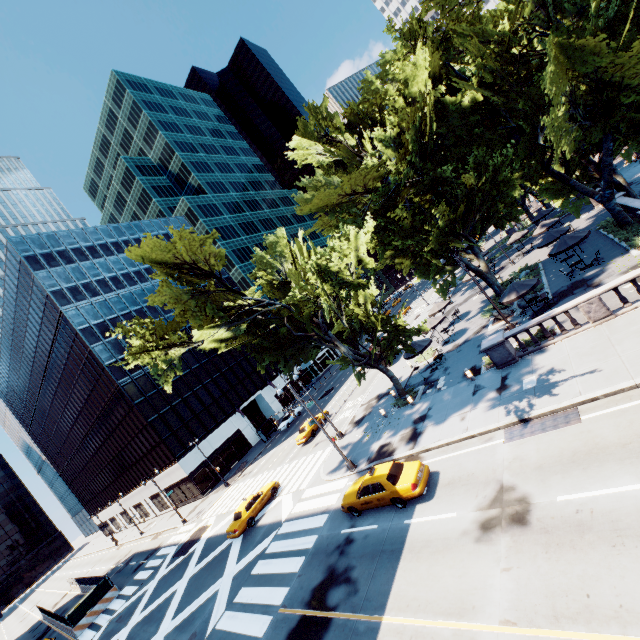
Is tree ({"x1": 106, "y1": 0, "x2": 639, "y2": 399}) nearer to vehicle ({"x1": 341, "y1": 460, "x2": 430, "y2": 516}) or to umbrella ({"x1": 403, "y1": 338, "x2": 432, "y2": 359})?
umbrella ({"x1": 403, "y1": 338, "x2": 432, "y2": 359})

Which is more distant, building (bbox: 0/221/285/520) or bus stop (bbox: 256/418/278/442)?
bus stop (bbox: 256/418/278/442)

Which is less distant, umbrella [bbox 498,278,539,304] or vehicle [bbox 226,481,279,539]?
umbrella [bbox 498,278,539,304]

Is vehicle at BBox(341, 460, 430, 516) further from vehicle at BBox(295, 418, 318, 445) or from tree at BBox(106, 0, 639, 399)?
vehicle at BBox(295, 418, 318, 445)

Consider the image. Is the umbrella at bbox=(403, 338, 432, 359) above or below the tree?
below

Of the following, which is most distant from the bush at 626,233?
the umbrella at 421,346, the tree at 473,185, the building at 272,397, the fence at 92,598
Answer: the fence at 92,598

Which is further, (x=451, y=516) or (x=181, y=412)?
(x=181, y=412)

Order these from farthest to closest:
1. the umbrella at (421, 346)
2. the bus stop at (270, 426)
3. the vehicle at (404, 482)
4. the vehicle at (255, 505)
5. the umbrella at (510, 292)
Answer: the bus stop at (270, 426) < the umbrella at (421, 346) < the vehicle at (255, 505) < the umbrella at (510, 292) < the vehicle at (404, 482)
